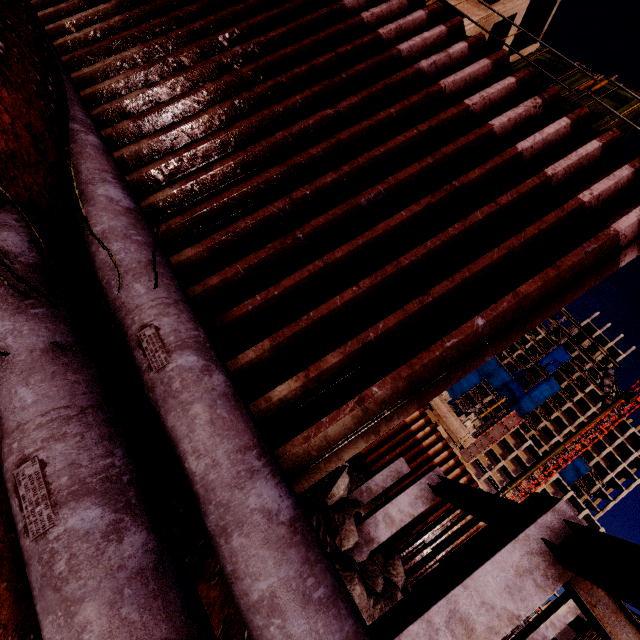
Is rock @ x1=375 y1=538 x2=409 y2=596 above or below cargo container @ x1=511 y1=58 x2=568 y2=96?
below

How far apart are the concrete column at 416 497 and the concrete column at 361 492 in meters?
4.3

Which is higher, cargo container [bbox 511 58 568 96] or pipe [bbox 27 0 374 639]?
cargo container [bbox 511 58 568 96]

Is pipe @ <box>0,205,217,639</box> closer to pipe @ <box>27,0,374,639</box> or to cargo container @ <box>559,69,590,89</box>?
pipe @ <box>27,0,374,639</box>

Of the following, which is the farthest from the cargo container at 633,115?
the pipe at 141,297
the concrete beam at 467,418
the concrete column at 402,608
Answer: the concrete beam at 467,418

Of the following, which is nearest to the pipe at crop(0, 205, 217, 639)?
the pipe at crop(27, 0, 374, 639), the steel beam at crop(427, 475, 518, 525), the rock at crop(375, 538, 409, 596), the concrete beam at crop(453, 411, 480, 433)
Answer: the pipe at crop(27, 0, 374, 639)

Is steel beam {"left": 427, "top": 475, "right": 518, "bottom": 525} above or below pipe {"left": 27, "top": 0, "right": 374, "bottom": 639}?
above

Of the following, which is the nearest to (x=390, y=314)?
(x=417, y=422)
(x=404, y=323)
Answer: (x=404, y=323)
